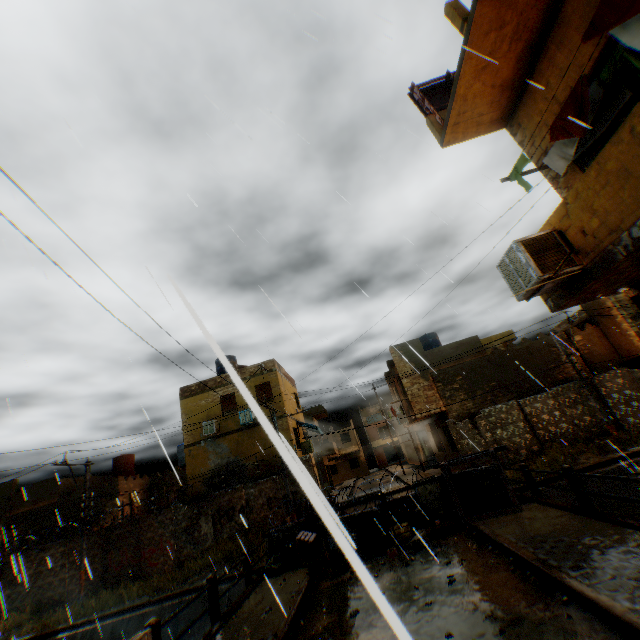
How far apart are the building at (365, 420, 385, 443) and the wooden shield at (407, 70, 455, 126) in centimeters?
5444cm

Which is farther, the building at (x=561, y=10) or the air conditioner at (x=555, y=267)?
the building at (x=561, y=10)

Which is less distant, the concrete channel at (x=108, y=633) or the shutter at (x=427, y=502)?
the shutter at (x=427, y=502)

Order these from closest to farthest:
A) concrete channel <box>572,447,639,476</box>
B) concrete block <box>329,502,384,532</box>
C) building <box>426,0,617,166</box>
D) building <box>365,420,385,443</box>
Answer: concrete block <box>329,502,384,532</box> → building <box>426,0,617,166</box> → concrete channel <box>572,447,639,476</box> → building <box>365,420,385,443</box>

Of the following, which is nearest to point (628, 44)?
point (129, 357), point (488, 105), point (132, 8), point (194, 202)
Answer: point (488, 105)

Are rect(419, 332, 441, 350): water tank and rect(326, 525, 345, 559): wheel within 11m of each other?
no

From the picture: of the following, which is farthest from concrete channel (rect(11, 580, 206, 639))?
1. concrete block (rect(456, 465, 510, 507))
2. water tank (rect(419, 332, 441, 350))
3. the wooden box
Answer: water tank (rect(419, 332, 441, 350))

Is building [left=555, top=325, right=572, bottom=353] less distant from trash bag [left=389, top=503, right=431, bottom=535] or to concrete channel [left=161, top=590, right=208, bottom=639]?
concrete channel [left=161, top=590, right=208, bottom=639]
